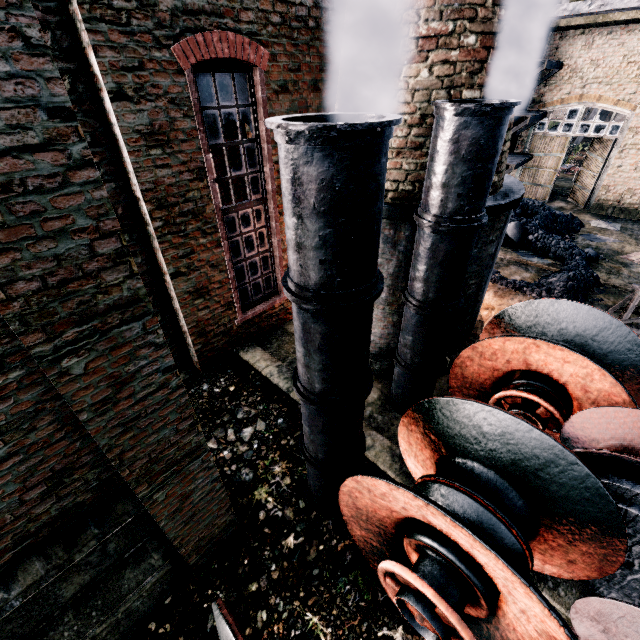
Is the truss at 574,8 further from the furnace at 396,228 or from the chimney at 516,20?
the chimney at 516,20

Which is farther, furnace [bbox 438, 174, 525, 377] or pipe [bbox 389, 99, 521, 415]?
furnace [bbox 438, 174, 525, 377]

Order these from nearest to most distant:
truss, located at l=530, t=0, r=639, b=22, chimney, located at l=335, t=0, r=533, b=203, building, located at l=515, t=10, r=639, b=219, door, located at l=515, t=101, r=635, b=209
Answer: chimney, located at l=335, t=0, r=533, b=203 → truss, located at l=530, t=0, r=639, b=22 → building, located at l=515, t=10, r=639, b=219 → door, located at l=515, t=101, r=635, b=209

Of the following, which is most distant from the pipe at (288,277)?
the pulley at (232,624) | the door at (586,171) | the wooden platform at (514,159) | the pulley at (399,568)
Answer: the door at (586,171)

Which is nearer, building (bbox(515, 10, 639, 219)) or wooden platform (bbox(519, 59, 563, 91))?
wooden platform (bbox(519, 59, 563, 91))

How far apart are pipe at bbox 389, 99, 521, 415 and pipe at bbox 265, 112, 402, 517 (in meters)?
1.63

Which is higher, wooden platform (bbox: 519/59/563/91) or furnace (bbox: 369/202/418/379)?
wooden platform (bbox: 519/59/563/91)

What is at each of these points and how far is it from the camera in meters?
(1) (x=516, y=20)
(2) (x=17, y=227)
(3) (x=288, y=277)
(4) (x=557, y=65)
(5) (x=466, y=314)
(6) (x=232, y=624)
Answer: (1) chimney, 5.0
(2) building, 1.9
(3) pipe, 3.3
(4) wooden platform, 15.6
(5) furnace, 7.7
(6) pulley, 2.8
